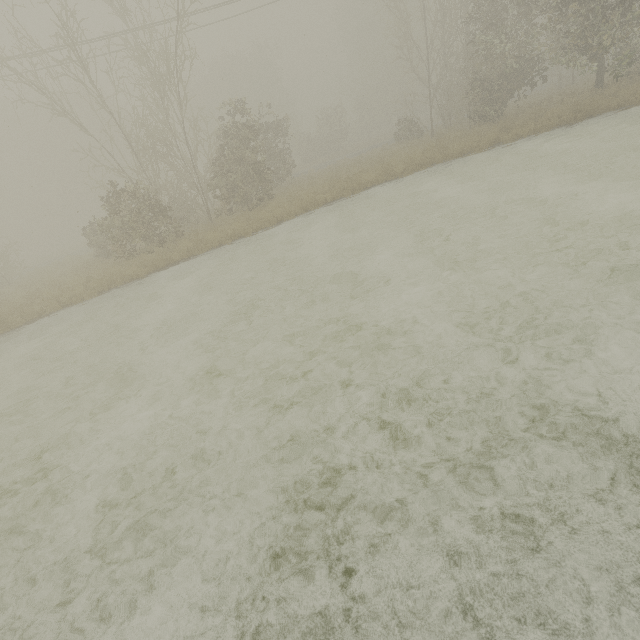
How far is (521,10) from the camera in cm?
1834
